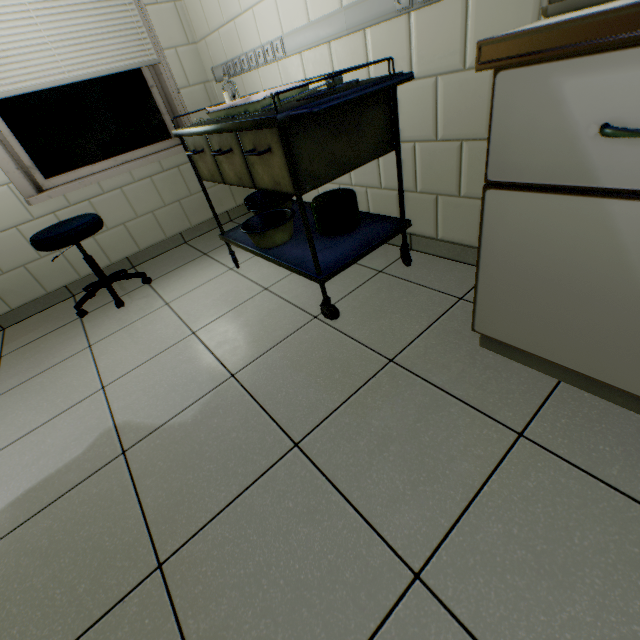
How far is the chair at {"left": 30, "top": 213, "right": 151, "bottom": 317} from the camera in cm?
196

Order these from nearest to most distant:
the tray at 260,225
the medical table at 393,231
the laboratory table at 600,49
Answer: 1. the laboratory table at 600,49
2. the medical table at 393,231
3. the tray at 260,225

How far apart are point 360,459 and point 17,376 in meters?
2.1 m

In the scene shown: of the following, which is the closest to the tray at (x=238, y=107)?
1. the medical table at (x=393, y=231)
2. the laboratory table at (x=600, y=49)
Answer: the medical table at (x=393, y=231)

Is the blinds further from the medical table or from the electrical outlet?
the electrical outlet

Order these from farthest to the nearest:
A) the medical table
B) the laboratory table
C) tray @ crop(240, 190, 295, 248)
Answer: tray @ crop(240, 190, 295, 248)
the medical table
the laboratory table

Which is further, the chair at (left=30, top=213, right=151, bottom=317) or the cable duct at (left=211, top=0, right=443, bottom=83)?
the chair at (left=30, top=213, right=151, bottom=317)

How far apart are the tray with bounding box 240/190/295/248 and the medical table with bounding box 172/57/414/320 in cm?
1
